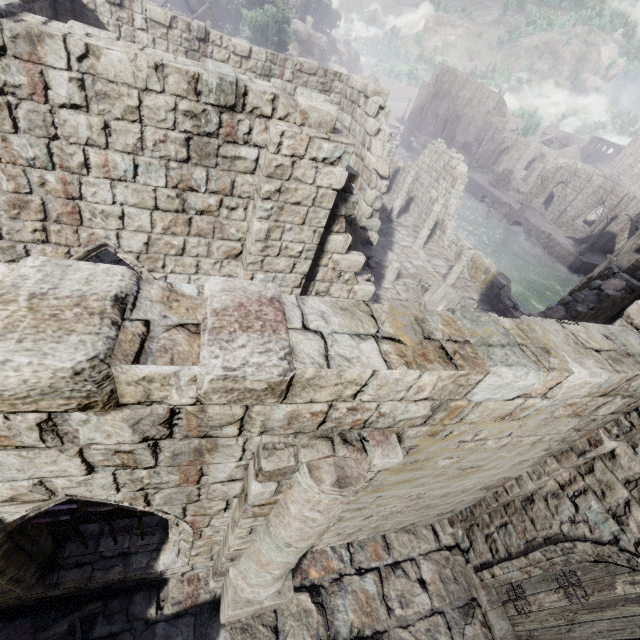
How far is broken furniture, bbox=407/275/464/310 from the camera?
14.7 meters

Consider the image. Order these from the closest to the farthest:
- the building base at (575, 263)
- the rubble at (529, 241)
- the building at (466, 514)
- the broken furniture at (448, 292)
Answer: the building at (466, 514) < the broken furniture at (448, 292) < the building base at (575, 263) < the rubble at (529, 241)

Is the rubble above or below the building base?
below

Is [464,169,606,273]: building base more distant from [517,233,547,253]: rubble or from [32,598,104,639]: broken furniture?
[32,598,104,639]: broken furniture

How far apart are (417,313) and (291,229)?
3.6m

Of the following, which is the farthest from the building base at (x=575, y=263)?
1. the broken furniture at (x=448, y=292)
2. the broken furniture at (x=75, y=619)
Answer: the broken furniture at (x=75, y=619)

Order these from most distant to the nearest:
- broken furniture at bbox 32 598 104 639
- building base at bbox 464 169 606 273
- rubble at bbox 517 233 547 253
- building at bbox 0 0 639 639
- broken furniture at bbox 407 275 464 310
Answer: rubble at bbox 517 233 547 253 → building base at bbox 464 169 606 273 → broken furniture at bbox 407 275 464 310 → broken furniture at bbox 32 598 104 639 → building at bbox 0 0 639 639

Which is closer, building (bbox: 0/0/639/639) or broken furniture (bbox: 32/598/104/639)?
building (bbox: 0/0/639/639)
